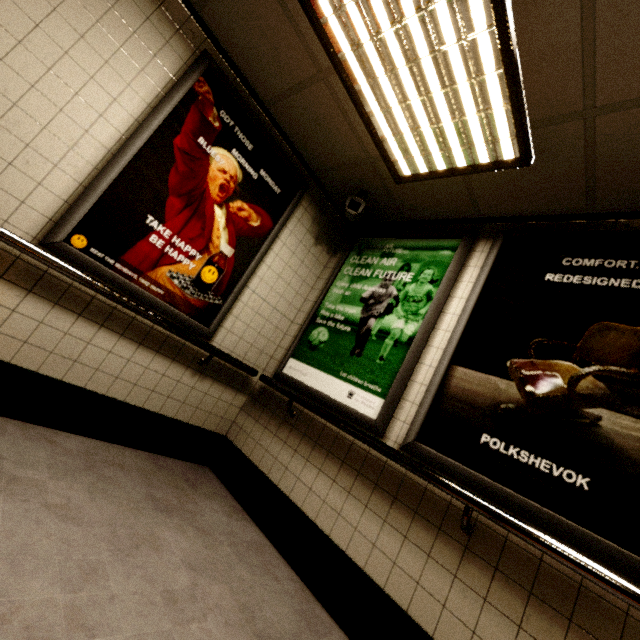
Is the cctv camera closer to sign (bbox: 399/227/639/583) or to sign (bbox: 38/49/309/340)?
sign (bbox: 38/49/309/340)

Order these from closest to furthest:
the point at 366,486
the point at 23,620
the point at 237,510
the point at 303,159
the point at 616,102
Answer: the point at 23,620 < the point at 616,102 < the point at 366,486 < the point at 237,510 < the point at 303,159

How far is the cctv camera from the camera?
2.9m

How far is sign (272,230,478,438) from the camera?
2.36m

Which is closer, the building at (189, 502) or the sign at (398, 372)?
the building at (189, 502)

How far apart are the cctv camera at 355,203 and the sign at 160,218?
0.4 meters

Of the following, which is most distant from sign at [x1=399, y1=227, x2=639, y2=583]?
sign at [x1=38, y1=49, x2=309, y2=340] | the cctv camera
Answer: sign at [x1=38, y1=49, x2=309, y2=340]
